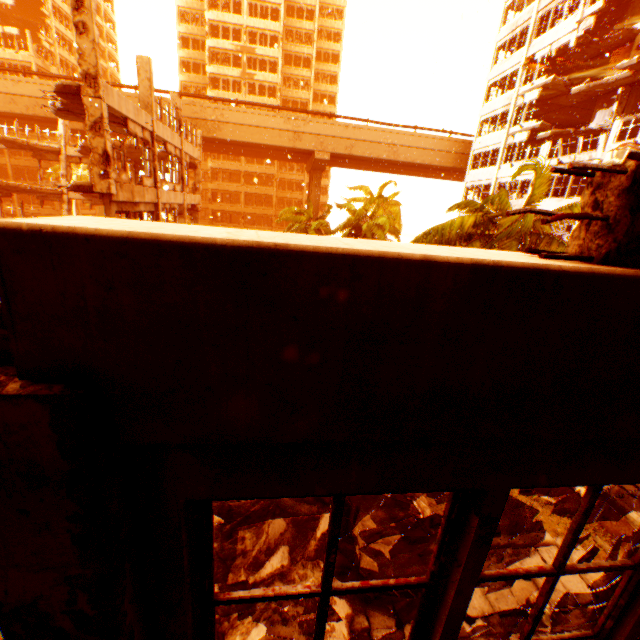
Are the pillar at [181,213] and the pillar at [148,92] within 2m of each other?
no

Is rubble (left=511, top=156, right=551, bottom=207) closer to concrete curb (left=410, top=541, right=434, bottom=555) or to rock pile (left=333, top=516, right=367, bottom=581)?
rock pile (left=333, top=516, right=367, bottom=581)

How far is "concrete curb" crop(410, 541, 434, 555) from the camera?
9.7 meters

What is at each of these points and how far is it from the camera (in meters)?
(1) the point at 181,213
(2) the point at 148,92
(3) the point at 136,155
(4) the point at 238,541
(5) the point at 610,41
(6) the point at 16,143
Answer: (1) pillar, 21.34
(2) pillar, 14.89
(3) floor rubble, 24.03
(4) rock pile, 8.80
(5) floor rubble, 23.27
(6) floor rubble, 23.27

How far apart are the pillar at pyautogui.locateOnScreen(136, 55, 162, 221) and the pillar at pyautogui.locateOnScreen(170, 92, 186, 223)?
4.52m

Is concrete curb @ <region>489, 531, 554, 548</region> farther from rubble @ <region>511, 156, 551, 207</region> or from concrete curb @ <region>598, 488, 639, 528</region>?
rubble @ <region>511, 156, 551, 207</region>

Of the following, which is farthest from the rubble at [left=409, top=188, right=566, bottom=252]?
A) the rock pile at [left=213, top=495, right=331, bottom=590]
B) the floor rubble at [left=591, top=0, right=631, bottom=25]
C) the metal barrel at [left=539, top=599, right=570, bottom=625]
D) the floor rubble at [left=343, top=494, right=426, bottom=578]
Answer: the metal barrel at [left=539, top=599, right=570, bottom=625]

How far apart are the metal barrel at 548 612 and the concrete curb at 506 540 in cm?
150
